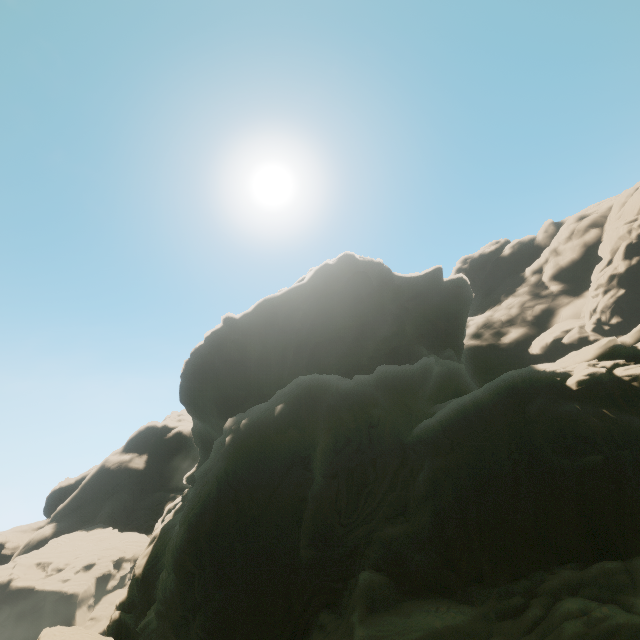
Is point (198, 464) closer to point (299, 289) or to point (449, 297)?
point (299, 289)
